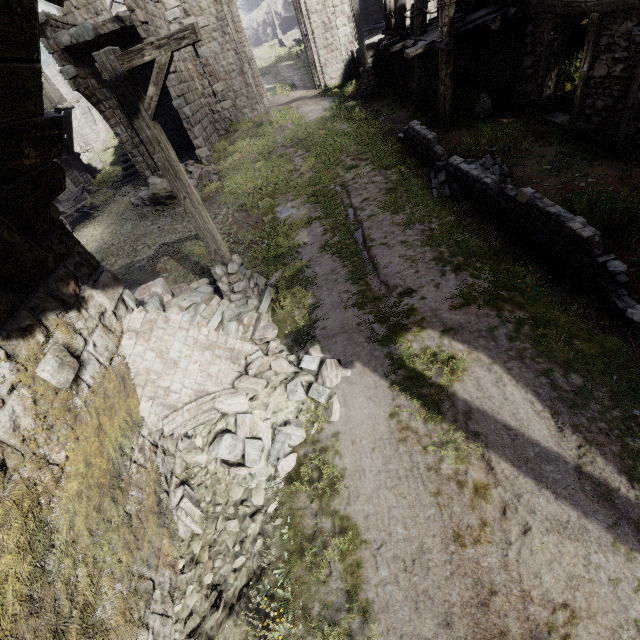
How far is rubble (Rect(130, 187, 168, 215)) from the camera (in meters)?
14.06

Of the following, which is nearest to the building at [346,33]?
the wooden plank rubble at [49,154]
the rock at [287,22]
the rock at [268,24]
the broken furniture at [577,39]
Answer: the wooden plank rubble at [49,154]

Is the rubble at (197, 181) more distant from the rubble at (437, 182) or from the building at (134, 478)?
the rubble at (437, 182)

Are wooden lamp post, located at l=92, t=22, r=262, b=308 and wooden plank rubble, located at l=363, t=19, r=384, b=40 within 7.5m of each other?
no

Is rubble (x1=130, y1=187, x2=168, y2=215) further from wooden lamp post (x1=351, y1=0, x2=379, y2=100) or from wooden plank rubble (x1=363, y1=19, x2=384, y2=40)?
wooden plank rubble (x1=363, y1=19, x2=384, y2=40)

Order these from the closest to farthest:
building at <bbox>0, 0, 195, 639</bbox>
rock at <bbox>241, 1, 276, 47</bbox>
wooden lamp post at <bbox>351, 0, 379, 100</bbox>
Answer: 1. building at <bbox>0, 0, 195, 639</bbox>
2. wooden lamp post at <bbox>351, 0, 379, 100</bbox>
3. rock at <bbox>241, 1, 276, 47</bbox>

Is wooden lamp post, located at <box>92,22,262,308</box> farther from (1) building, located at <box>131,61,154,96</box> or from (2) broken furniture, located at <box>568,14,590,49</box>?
(2) broken furniture, located at <box>568,14,590,49</box>

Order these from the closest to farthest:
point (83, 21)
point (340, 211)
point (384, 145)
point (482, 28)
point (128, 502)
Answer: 1. point (128, 502)
2. point (340, 211)
3. point (482, 28)
4. point (384, 145)
5. point (83, 21)
